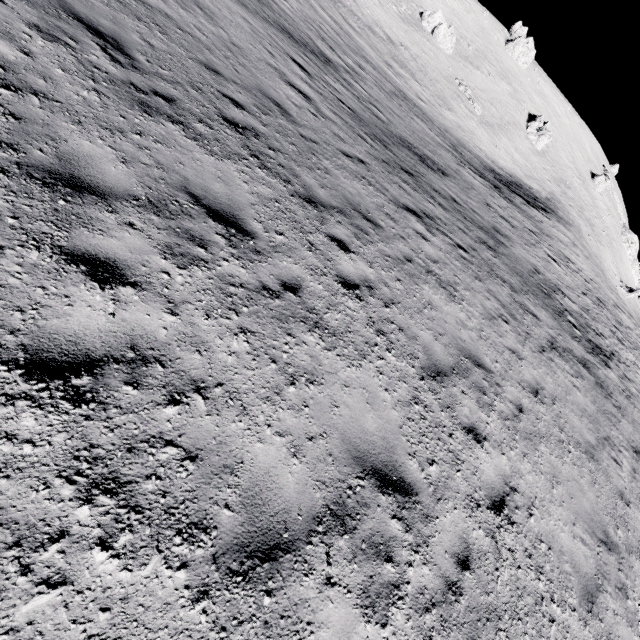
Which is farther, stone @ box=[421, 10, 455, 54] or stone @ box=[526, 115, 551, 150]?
stone @ box=[526, 115, 551, 150]

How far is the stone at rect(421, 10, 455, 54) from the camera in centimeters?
4909cm

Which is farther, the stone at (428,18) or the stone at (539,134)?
the stone at (539,134)

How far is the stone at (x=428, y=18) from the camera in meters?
49.1 m

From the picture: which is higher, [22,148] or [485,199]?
[485,199]

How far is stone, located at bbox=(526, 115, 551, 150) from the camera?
57.08m
